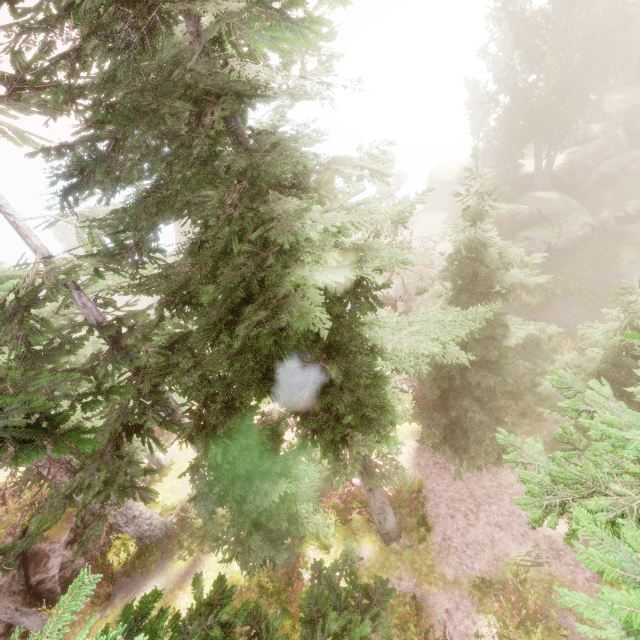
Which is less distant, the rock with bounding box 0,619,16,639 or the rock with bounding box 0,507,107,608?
the rock with bounding box 0,619,16,639

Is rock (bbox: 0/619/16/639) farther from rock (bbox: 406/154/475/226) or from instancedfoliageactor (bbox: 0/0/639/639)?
rock (bbox: 406/154/475/226)

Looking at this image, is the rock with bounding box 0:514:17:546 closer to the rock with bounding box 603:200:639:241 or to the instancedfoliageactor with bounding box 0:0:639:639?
the instancedfoliageactor with bounding box 0:0:639:639

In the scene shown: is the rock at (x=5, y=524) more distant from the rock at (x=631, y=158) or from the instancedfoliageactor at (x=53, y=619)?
the rock at (x=631, y=158)

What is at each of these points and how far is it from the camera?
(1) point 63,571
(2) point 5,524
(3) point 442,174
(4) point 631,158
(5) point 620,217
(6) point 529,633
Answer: (1) rock, 14.37m
(2) rock, 14.11m
(3) rock, 42.09m
(4) rock, 30.33m
(5) rock, 25.02m
(6) instancedfoliageactor, 9.47m

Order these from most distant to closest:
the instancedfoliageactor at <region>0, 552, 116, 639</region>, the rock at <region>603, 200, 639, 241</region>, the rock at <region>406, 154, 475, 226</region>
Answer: the rock at <region>406, 154, 475, 226</region>, the rock at <region>603, 200, 639, 241</region>, the instancedfoliageactor at <region>0, 552, 116, 639</region>

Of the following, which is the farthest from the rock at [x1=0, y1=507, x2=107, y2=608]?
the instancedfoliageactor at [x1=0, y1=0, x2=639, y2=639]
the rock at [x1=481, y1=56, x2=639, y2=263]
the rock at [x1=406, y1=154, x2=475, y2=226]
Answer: the rock at [x1=406, y1=154, x2=475, y2=226]

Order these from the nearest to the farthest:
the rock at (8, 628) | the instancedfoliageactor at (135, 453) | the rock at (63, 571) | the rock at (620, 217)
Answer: the instancedfoliageactor at (135, 453) < the rock at (8, 628) < the rock at (63, 571) < the rock at (620, 217)
